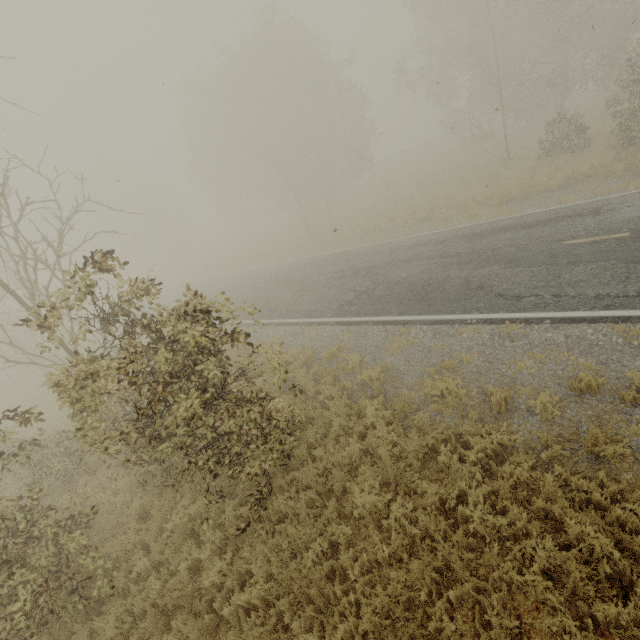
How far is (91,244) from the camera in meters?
51.8
